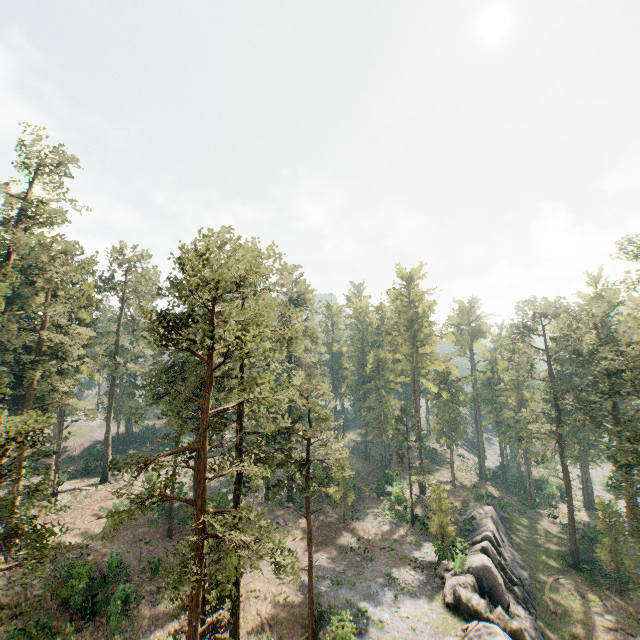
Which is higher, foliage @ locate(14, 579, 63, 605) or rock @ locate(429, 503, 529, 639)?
foliage @ locate(14, 579, 63, 605)

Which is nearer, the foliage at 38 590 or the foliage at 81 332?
the foliage at 38 590

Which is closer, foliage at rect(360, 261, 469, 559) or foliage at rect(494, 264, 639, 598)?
foliage at rect(494, 264, 639, 598)

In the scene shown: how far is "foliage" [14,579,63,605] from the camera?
13.3 meters

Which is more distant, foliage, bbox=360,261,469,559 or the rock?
foliage, bbox=360,261,469,559

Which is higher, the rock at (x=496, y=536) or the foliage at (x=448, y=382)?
the foliage at (x=448, y=382)

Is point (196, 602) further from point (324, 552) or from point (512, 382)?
point (512, 382)

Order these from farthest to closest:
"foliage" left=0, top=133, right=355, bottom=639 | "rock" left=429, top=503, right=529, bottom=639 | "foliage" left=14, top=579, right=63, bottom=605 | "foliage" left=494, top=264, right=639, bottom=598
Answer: "foliage" left=494, top=264, right=639, bottom=598
"rock" left=429, top=503, right=529, bottom=639
"foliage" left=0, top=133, right=355, bottom=639
"foliage" left=14, top=579, right=63, bottom=605
